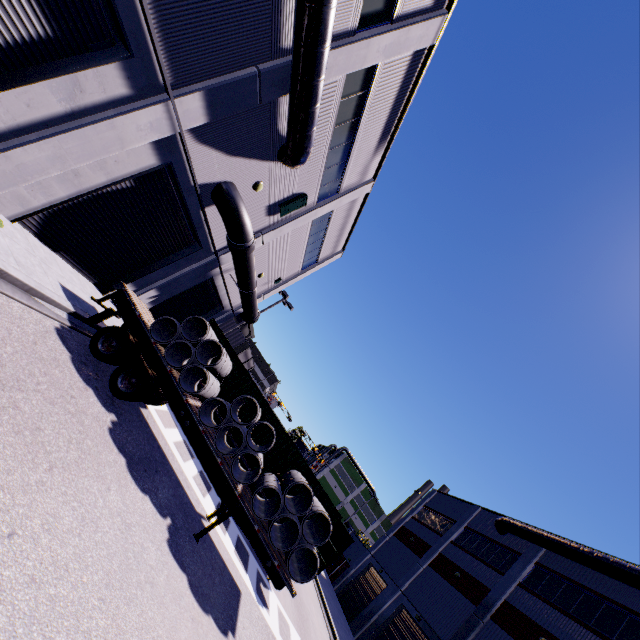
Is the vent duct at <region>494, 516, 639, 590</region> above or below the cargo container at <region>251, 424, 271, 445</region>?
above

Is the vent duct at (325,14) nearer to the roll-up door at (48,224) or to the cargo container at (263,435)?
the roll-up door at (48,224)

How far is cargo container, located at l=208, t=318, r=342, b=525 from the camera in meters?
13.6 m

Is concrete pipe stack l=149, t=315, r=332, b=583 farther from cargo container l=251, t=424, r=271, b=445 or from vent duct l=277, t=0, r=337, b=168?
vent duct l=277, t=0, r=337, b=168

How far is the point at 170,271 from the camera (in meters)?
14.52

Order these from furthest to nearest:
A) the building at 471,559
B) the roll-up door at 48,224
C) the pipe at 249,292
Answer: the building at 471,559 < the pipe at 249,292 < the roll-up door at 48,224

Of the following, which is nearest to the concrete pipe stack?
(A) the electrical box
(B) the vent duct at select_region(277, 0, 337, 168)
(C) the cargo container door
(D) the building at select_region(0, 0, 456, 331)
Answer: (C) the cargo container door

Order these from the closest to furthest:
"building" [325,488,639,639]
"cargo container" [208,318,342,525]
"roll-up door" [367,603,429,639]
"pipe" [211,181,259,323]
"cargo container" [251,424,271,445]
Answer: "pipe" [211,181,259,323] < "cargo container" [208,318,342,525] < "cargo container" [251,424,271,445] < "building" [325,488,639,639] < "roll-up door" [367,603,429,639]
